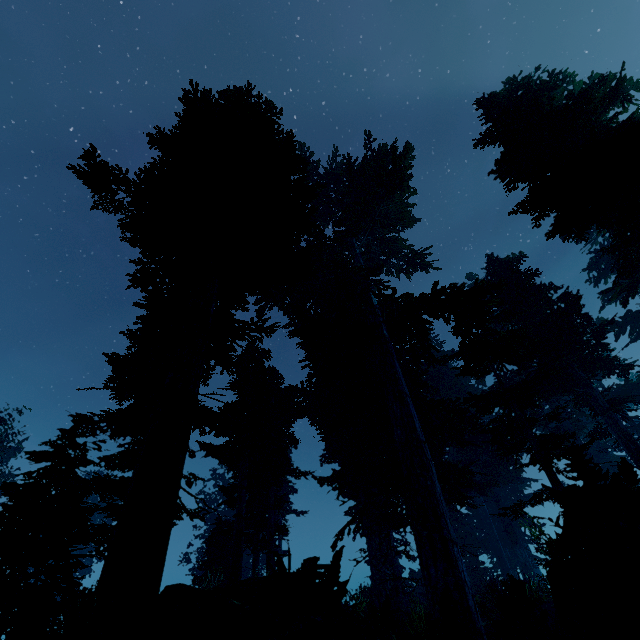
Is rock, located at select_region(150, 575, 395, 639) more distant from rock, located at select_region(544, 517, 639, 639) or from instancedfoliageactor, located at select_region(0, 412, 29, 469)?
rock, located at select_region(544, 517, 639, 639)

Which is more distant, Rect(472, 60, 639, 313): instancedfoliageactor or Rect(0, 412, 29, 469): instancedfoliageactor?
Rect(0, 412, 29, 469): instancedfoliageactor

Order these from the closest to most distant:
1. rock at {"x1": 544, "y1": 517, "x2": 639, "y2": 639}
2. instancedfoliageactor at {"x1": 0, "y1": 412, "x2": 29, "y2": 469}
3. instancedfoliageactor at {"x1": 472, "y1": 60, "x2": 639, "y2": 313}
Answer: rock at {"x1": 544, "y1": 517, "x2": 639, "y2": 639} < instancedfoliageactor at {"x1": 472, "y1": 60, "x2": 639, "y2": 313} < instancedfoliageactor at {"x1": 0, "y1": 412, "x2": 29, "y2": 469}

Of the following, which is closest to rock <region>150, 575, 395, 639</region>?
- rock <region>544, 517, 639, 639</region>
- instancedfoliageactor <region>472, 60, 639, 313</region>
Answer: instancedfoliageactor <region>472, 60, 639, 313</region>

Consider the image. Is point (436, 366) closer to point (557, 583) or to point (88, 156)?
point (557, 583)

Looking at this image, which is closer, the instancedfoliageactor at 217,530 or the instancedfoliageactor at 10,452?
the instancedfoliageactor at 217,530

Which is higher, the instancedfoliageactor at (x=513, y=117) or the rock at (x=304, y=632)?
the instancedfoliageactor at (x=513, y=117)
